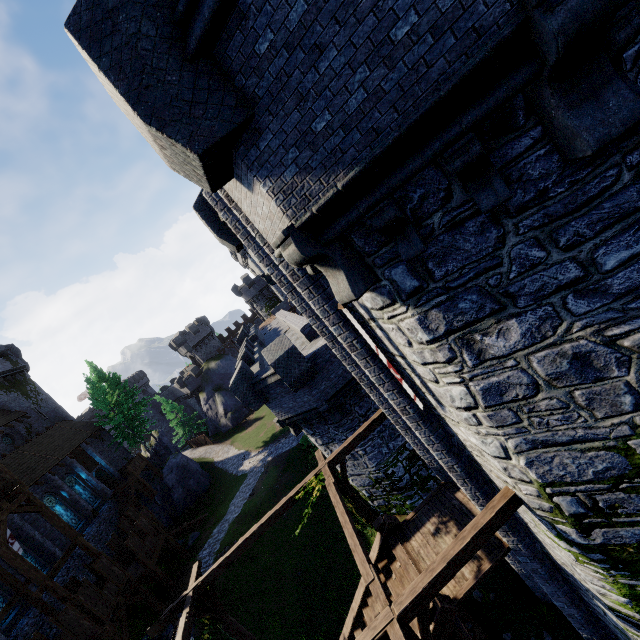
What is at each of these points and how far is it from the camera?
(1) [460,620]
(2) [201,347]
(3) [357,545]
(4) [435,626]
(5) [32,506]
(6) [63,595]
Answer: (1) wooden support, 9.9 meters
(2) building tower, 57.8 meters
(3) wooden beam, 7.9 meters
(4) stairs, 7.7 meters
(5) walkway, 17.5 meters
(6) wooden post, 15.8 meters

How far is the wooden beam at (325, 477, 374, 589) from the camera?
7.1m

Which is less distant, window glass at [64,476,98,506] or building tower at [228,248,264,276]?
window glass at [64,476,98,506]

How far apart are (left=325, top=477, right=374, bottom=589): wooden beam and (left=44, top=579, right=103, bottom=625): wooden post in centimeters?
1576cm

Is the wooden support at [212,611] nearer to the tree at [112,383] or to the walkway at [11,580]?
the walkway at [11,580]

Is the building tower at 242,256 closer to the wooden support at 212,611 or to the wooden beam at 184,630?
the wooden support at 212,611

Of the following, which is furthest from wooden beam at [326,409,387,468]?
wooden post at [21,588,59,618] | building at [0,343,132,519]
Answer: building at [0,343,132,519]

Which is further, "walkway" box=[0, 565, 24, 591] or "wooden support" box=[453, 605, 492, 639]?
"walkway" box=[0, 565, 24, 591]
